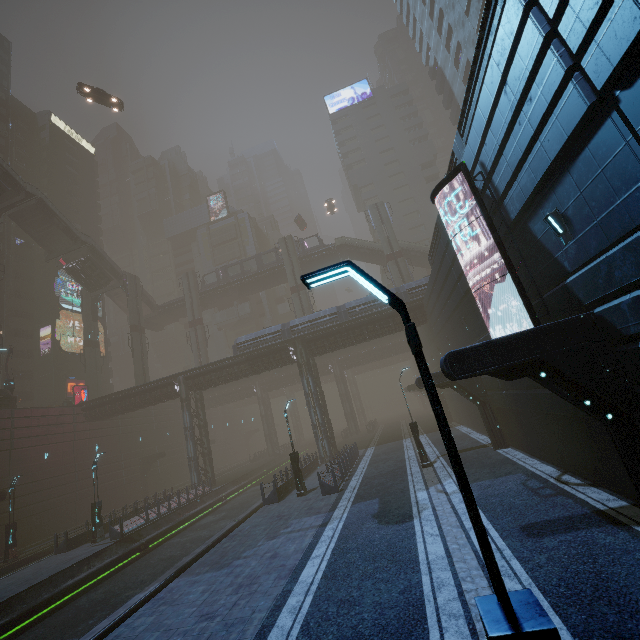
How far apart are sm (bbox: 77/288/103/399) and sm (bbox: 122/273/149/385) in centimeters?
652cm

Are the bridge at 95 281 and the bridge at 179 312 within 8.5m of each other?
yes

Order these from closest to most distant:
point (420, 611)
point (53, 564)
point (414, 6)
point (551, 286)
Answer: point (420, 611)
point (551, 286)
point (53, 564)
point (414, 6)

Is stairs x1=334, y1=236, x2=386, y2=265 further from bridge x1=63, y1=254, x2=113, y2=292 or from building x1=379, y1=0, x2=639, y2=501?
bridge x1=63, y1=254, x2=113, y2=292

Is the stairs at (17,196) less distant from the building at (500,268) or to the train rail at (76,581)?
the building at (500,268)

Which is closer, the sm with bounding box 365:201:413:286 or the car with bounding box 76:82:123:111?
the car with bounding box 76:82:123:111

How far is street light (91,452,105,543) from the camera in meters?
21.7 m

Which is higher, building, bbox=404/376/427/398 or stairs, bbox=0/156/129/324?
stairs, bbox=0/156/129/324
